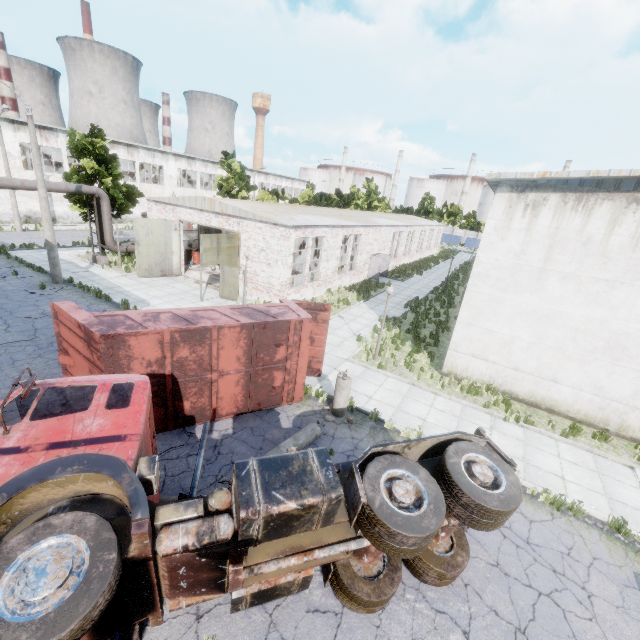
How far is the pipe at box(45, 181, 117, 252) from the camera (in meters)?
20.10

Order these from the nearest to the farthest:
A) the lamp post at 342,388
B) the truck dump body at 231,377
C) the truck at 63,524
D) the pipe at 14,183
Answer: the truck at 63,524 → the truck dump body at 231,377 → the lamp post at 342,388 → the pipe at 14,183

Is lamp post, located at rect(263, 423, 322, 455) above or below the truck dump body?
below

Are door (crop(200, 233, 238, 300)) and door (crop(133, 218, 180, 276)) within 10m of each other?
yes

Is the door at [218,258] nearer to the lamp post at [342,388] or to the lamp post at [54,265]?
the lamp post at [54,265]

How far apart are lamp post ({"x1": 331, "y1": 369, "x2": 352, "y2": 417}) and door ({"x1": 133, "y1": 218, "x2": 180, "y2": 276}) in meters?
17.4 m

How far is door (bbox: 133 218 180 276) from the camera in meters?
20.8 m

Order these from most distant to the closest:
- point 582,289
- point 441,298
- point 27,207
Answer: point 27,207 → point 441,298 → point 582,289
